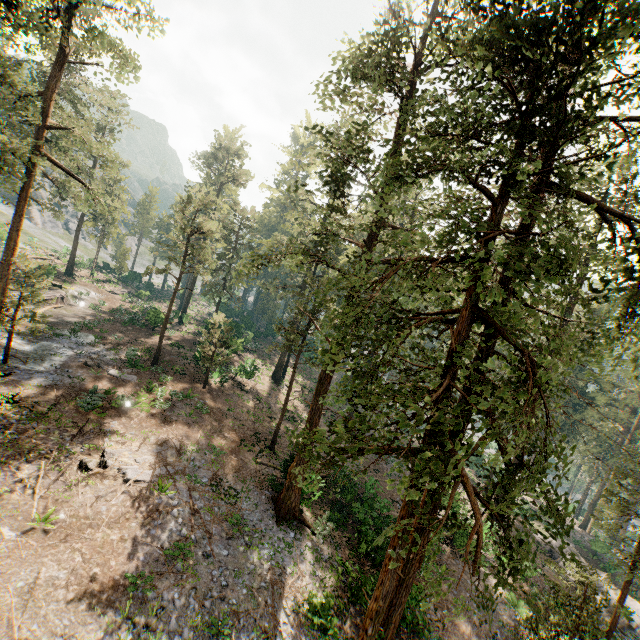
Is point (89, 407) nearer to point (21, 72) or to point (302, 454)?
point (302, 454)

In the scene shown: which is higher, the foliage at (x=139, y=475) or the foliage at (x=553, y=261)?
the foliage at (x=553, y=261)

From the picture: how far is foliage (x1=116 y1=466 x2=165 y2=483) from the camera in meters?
15.6 m

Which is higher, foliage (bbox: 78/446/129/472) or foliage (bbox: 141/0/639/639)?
foliage (bbox: 141/0/639/639)

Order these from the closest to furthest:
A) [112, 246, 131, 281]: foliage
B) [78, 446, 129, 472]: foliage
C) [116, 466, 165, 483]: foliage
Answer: [78, 446, 129, 472]: foliage < [116, 466, 165, 483]: foliage < [112, 246, 131, 281]: foliage

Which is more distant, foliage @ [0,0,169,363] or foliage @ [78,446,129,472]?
foliage @ [0,0,169,363]

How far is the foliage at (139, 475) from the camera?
15.62m
